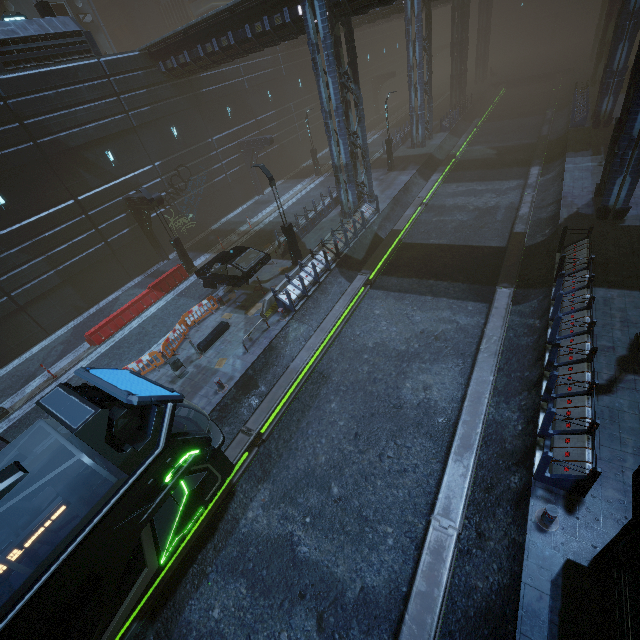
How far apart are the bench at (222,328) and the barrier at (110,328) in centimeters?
662cm

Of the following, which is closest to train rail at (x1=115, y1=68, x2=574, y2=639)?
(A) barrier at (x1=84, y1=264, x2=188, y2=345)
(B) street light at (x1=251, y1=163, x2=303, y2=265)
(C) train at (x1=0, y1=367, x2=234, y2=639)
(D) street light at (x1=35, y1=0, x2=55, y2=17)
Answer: (C) train at (x1=0, y1=367, x2=234, y2=639)

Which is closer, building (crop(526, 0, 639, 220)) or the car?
building (crop(526, 0, 639, 220))

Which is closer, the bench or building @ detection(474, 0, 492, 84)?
the bench

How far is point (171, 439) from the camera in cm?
745

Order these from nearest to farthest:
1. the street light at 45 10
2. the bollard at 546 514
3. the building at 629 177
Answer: the bollard at 546 514 < the building at 629 177 < the street light at 45 10

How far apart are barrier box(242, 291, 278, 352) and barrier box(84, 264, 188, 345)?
8.20m

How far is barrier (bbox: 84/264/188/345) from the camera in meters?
17.3
